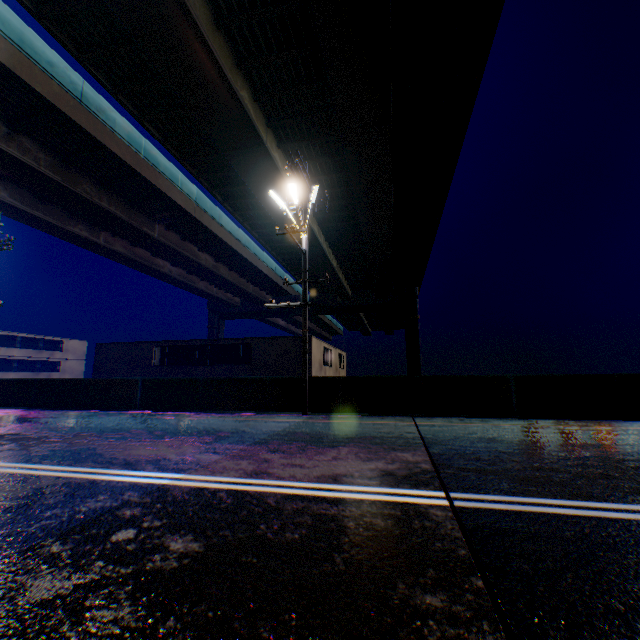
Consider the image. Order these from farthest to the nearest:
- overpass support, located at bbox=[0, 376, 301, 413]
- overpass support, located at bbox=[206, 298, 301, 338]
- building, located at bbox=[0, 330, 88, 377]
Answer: overpass support, located at bbox=[206, 298, 301, 338]
building, located at bbox=[0, 330, 88, 377]
overpass support, located at bbox=[0, 376, 301, 413]

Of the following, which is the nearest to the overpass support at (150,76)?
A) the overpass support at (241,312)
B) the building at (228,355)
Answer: the overpass support at (241,312)

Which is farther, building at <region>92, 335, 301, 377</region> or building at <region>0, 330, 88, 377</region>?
building at <region>0, 330, 88, 377</region>

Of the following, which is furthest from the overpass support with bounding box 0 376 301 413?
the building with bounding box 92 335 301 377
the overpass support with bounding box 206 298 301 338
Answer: the building with bounding box 92 335 301 377

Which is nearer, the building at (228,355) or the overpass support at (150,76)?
the overpass support at (150,76)

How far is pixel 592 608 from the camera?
1.82m

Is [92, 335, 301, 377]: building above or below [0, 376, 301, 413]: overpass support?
above

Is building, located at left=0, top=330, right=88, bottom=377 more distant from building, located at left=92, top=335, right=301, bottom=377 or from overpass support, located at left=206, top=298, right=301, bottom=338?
overpass support, located at left=206, top=298, right=301, bottom=338
